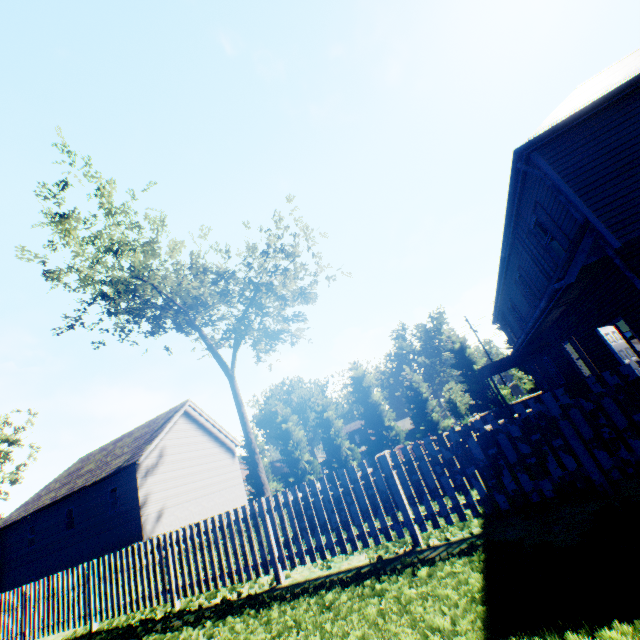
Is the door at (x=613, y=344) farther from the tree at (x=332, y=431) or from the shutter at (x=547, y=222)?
the tree at (x=332, y=431)

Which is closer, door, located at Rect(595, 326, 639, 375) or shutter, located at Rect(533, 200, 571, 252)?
door, located at Rect(595, 326, 639, 375)

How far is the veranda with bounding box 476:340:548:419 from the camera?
16.20m

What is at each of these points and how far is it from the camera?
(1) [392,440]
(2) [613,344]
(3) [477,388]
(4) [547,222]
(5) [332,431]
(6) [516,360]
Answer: (1) tree, 33.4m
(2) door, 8.7m
(3) tree, 30.6m
(4) shutter, 9.5m
(5) tree, 36.1m
(6) veranda, 19.8m

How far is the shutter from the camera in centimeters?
905cm

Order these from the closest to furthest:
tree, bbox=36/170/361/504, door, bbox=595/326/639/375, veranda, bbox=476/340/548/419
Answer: door, bbox=595/326/639/375 < veranda, bbox=476/340/548/419 < tree, bbox=36/170/361/504

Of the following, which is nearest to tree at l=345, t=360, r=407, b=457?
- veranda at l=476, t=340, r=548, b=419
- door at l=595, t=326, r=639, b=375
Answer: veranda at l=476, t=340, r=548, b=419

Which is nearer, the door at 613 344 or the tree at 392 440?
the door at 613 344
